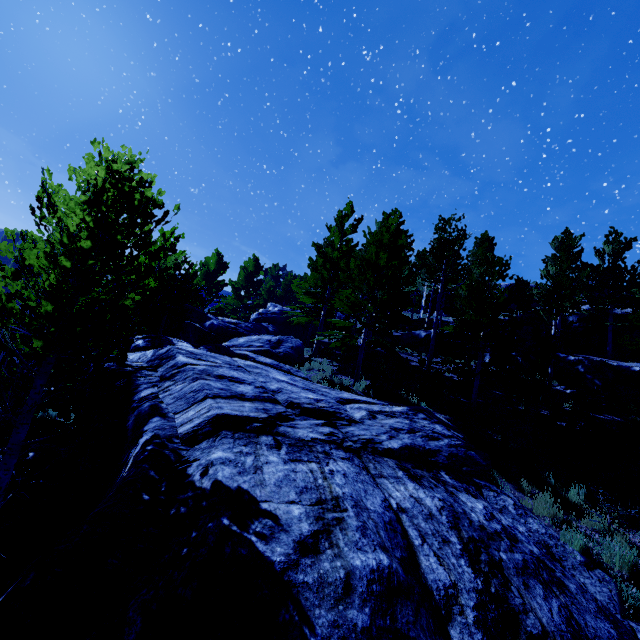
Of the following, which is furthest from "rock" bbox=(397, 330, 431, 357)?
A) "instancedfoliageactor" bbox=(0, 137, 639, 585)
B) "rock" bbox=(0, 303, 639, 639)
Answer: "rock" bbox=(0, 303, 639, 639)

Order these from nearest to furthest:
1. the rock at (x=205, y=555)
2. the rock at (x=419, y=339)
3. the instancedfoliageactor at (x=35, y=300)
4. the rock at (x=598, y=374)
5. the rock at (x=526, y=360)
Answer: the rock at (x=205, y=555)
the instancedfoliageactor at (x=35, y=300)
the rock at (x=598, y=374)
the rock at (x=526, y=360)
the rock at (x=419, y=339)

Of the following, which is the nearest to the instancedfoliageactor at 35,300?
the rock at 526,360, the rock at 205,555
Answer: the rock at 205,555

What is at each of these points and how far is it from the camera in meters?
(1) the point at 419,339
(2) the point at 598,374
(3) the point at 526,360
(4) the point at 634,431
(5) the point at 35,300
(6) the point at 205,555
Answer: (1) rock, 22.8
(2) rock, 16.3
(3) rock, 18.6
(4) instancedfoliageactor, 12.0
(5) instancedfoliageactor, 16.6
(6) rock, 2.8

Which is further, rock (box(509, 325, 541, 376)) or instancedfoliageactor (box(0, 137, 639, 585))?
rock (box(509, 325, 541, 376))
